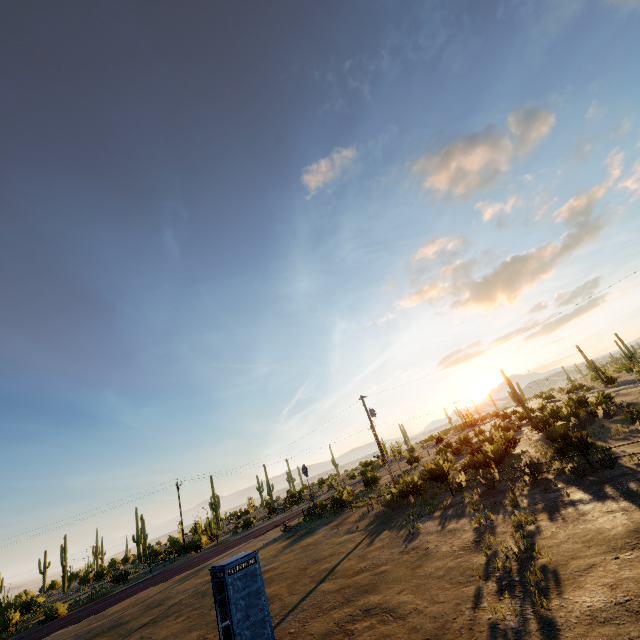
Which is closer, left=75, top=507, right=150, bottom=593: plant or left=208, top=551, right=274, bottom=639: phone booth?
left=208, top=551, right=274, bottom=639: phone booth

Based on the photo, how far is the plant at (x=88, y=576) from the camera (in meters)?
35.66

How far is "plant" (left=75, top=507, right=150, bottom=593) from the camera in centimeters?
3566cm

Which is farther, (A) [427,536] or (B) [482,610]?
(A) [427,536]

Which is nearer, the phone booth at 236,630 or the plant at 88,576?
the phone booth at 236,630
